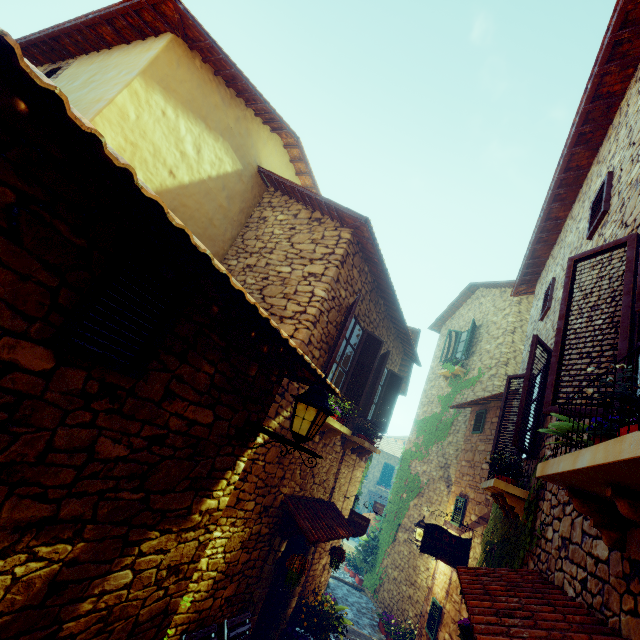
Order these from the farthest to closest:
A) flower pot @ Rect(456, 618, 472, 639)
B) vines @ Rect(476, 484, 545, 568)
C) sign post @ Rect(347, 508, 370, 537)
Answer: sign post @ Rect(347, 508, 370, 537)
flower pot @ Rect(456, 618, 472, 639)
vines @ Rect(476, 484, 545, 568)

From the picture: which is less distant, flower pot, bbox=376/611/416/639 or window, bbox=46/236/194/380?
window, bbox=46/236/194/380

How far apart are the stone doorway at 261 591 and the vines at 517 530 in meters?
3.0

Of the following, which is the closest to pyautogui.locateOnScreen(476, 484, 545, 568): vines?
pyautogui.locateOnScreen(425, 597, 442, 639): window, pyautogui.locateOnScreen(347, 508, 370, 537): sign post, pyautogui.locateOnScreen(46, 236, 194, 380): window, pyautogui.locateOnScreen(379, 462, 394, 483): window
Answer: pyautogui.locateOnScreen(425, 597, 442, 639): window

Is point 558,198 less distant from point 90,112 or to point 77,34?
point 90,112

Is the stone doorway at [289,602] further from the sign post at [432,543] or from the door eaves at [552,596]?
the door eaves at [552,596]

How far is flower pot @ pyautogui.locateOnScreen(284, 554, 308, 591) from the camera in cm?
506

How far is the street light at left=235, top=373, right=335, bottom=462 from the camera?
3.0 meters
